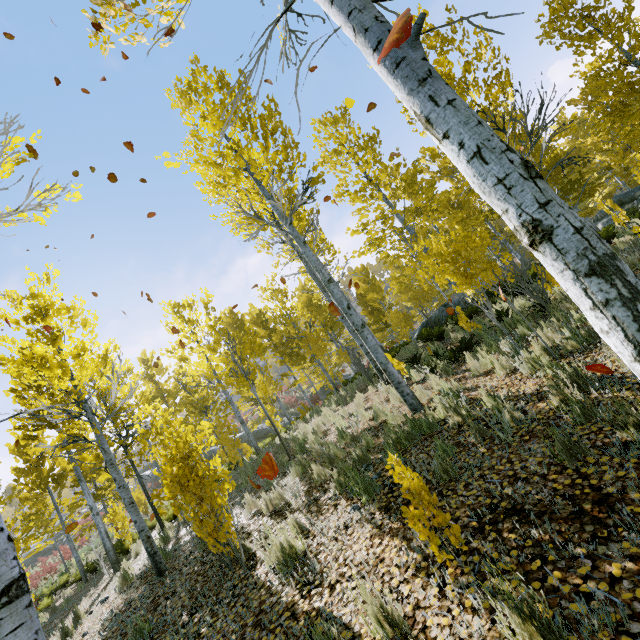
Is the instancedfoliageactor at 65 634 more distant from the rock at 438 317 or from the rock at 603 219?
the rock at 438 317

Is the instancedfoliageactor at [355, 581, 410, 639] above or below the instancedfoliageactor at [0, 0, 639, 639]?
below

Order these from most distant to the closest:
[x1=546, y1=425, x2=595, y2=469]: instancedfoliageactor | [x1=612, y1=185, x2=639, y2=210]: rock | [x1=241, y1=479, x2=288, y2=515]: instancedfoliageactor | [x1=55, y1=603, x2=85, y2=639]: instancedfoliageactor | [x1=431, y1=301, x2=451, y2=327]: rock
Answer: [x1=612, y1=185, x2=639, y2=210]: rock
[x1=431, y1=301, x2=451, y2=327]: rock
[x1=55, y1=603, x2=85, y2=639]: instancedfoliageactor
[x1=241, y1=479, x2=288, y2=515]: instancedfoliageactor
[x1=546, y1=425, x2=595, y2=469]: instancedfoliageactor

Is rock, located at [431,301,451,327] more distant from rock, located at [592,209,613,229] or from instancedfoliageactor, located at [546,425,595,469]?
rock, located at [592,209,613,229]

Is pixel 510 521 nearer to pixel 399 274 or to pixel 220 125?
pixel 220 125

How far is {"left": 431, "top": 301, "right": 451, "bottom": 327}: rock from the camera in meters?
15.5 m
